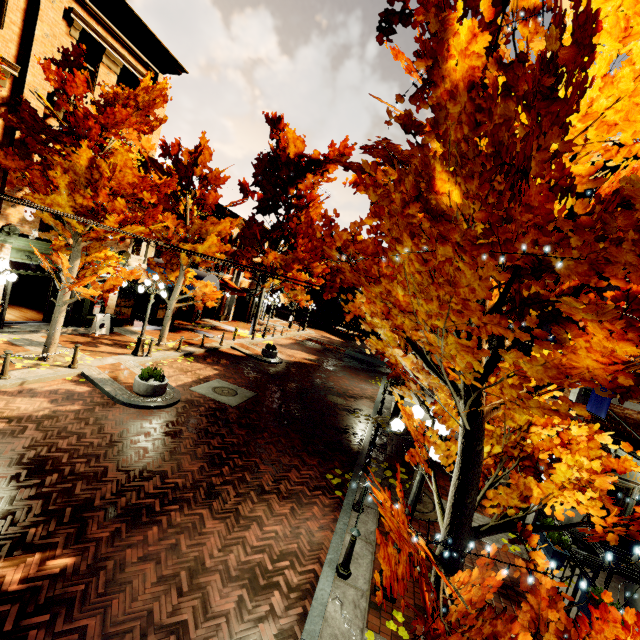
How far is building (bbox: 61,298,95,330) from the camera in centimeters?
1491cm

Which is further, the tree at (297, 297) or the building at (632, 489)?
the tree at (297, 297)

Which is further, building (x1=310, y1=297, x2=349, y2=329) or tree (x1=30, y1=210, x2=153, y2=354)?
building (x1=310, y1=297, x2=349, y2=329)

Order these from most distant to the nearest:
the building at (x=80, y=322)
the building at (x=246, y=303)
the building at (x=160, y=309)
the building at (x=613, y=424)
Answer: the building at (x=246, y=303) → the building at (x=160, y=309) → the building at (x=80, y=322) → the building at (x=613, y=424)

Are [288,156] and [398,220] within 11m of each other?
no

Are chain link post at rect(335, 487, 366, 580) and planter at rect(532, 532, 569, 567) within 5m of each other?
yes

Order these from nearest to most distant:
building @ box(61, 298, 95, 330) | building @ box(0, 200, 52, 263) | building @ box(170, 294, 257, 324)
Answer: building @ box(0, 200, 52, 263) < building @ box(61, 298, 95, 330) < building @ box(170, 294, 257, 324)

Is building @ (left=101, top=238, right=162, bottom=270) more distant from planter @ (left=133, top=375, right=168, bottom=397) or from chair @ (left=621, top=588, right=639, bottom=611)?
planter @ (left=133, top=375, right=168, bottom=397)
